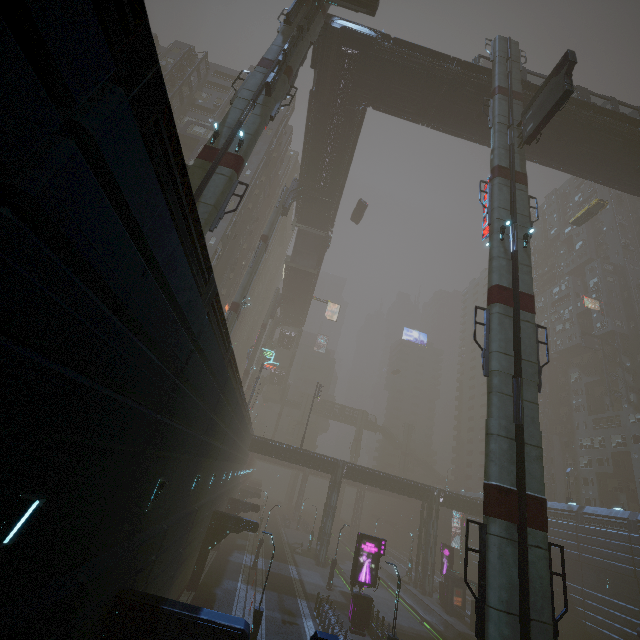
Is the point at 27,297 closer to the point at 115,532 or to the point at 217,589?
the point at 115,532

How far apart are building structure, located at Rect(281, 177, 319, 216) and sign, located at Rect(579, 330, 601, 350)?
49.41m

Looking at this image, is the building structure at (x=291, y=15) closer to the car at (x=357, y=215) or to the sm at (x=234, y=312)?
the sm at (x=234, y=312)

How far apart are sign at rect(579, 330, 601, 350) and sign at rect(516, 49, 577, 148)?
46.8 meters

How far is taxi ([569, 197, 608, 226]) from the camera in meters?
40.8

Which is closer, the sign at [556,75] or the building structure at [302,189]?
the sign at [556,75]

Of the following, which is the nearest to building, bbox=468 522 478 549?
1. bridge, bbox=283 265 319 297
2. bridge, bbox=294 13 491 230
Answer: bridge, bbox=294 13 491 230

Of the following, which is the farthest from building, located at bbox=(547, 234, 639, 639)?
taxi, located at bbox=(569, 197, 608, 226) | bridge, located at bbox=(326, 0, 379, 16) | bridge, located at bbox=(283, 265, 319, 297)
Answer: taxi, located at bbox=(569, 197, 608, 226)
